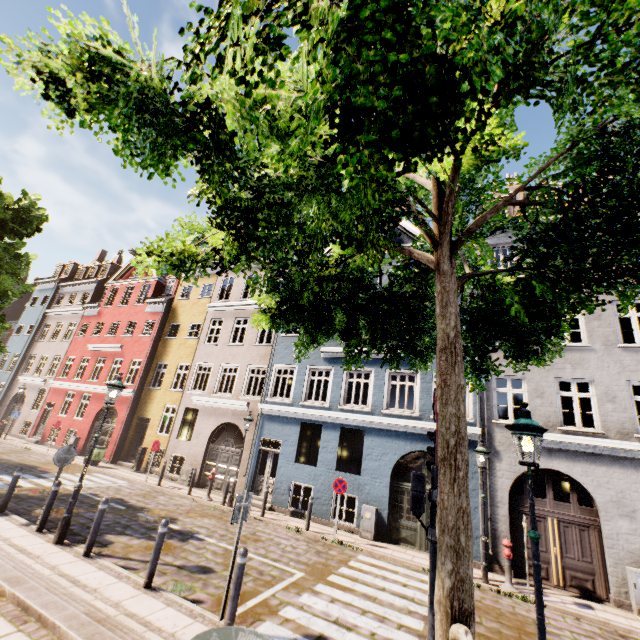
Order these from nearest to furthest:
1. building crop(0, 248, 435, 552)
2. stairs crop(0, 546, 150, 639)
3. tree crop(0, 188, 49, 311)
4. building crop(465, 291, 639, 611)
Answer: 1. stairs crop(0, 546, 150, 639)
2. building crop(465, 291, 639, 611)
3. tree crop(0, 188, 49, 311)
4. building crop(0, 248, 435, 552)

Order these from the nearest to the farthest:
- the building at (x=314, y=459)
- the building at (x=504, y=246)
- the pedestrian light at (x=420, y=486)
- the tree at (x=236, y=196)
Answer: the tree at (x=236, y=196)
the pedestrian light at (x=420, y=486)
the building at (x=314, y=459)
the building at (x=504, y=246)

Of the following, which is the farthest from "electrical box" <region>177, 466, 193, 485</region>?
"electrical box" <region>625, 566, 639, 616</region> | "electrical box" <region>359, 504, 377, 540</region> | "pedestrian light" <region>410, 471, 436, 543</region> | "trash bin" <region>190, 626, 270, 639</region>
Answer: "electrical box" <region>625, 566, 639, 616</region>

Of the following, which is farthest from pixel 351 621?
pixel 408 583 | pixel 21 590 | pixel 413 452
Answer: pixel 413 452

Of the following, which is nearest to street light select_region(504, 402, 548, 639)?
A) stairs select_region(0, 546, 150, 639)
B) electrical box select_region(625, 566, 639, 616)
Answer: stairs select_region(0, 546, 150, 639)

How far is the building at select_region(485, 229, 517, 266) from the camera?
14.29m

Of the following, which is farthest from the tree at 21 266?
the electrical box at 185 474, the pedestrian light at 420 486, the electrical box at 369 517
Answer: the electrical box at 185 474

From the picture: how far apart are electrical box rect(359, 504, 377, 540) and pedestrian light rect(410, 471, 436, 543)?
8.2 meters
